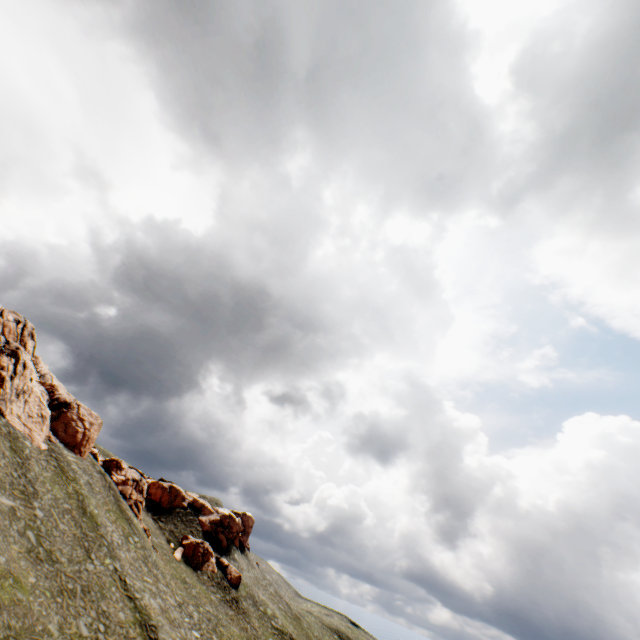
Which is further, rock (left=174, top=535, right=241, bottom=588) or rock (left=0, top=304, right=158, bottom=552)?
rock (left=174, top=535, right=241, bottom=588)

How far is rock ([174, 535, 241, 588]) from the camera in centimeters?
5516cm

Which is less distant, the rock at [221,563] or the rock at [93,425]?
the rock at [93,425]

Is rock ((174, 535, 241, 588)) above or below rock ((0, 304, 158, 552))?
below

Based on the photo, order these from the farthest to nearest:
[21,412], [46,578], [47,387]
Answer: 1. [47,387]
2. [21,412]
3. [46,578]

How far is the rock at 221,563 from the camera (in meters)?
55.16
